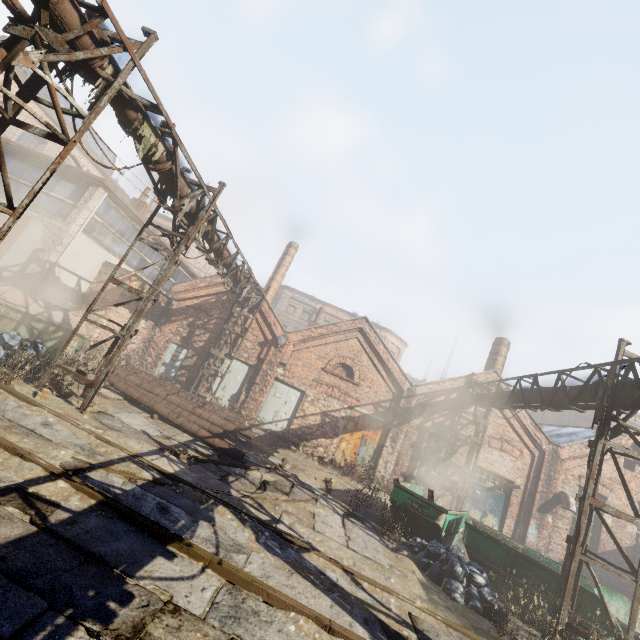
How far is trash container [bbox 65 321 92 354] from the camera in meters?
10.5

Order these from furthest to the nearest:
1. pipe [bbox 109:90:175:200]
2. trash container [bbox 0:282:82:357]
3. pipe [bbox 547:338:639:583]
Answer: trash container [bbox 0:282:82:357], pipe [bbox 547:338:639:583], pipe [bbox 109:90:175:200]

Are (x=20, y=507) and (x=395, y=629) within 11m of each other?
yes

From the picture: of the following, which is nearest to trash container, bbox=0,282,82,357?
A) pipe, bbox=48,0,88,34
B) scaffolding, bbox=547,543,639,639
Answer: pipe, bbox=48,0,88,34

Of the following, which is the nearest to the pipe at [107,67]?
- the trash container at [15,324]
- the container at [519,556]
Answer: the container at [519,556]

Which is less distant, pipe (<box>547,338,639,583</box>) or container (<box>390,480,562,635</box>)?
pipe (<box>547,338,639,583</box>)

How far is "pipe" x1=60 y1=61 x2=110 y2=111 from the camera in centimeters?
511cm

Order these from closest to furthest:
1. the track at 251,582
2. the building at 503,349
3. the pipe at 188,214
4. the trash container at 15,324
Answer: the track at 251,582
the pipe at 188,214
the trash container at 15,324
the building at 503,349
